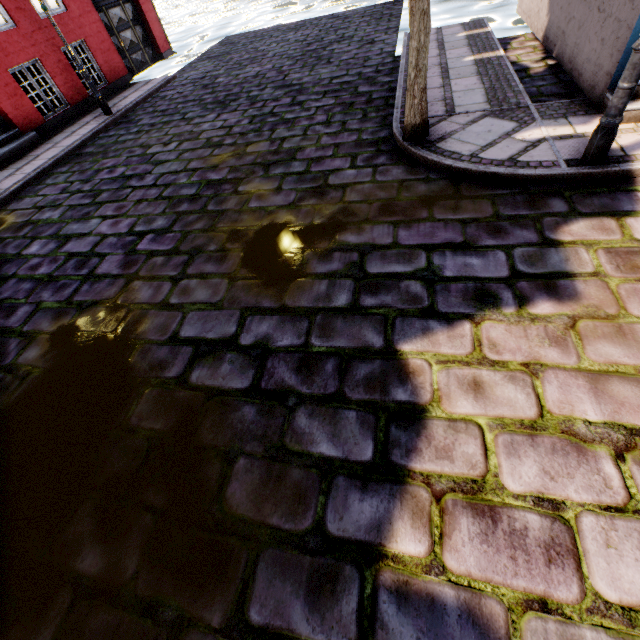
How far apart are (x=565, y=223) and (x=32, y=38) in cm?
1338

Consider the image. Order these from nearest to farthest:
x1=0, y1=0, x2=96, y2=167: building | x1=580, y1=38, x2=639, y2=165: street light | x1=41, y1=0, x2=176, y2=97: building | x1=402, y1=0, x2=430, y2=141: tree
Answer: x1=580, y1=38, x2=639, y2=165: street light → x1=402, y1=0, x2=430, y2=141: tree → x1=0, y1=0, x2=96, y2=167: building → x1=41, y1=0, x2=176, y2=97: building

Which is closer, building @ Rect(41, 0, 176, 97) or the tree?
the tree

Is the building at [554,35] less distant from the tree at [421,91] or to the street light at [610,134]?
the street light at [610,134]

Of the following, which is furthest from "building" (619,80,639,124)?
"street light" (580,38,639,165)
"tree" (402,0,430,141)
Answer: "tree" (402,0,430,141)

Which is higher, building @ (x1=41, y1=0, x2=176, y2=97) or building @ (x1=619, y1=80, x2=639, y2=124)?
building @ (x1=41, y1=0, x2=176, y2=97)

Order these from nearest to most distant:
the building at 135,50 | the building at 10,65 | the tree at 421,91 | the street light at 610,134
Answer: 1. the street light at 610,134
2. the tree at 421,91
3. the building at 10,65
4. the building at 135,50
